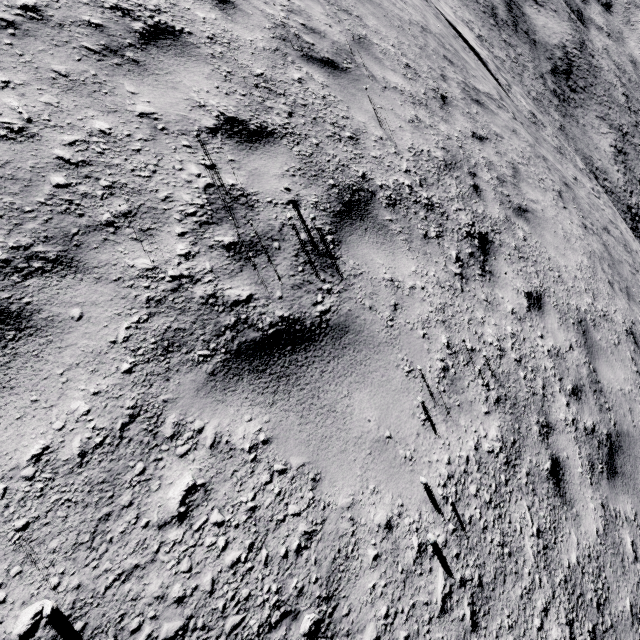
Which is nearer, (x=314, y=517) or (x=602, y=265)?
(x=314, y=517)
